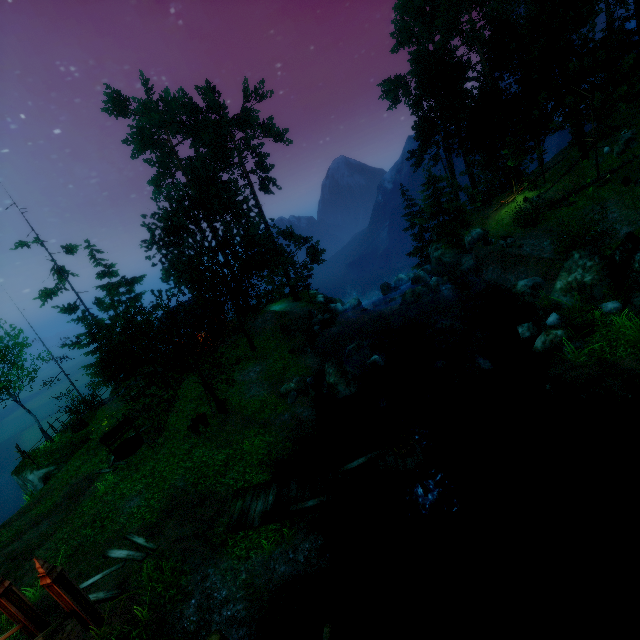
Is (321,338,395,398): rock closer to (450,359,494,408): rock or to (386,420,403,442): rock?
(386,420,403,442): rock

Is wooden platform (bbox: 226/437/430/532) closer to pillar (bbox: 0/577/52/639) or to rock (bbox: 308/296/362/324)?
pillar (bbox: 0/577/52/639)

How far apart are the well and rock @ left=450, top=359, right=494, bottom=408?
16.67m

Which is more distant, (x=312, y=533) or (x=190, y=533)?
(x=190, y=533)

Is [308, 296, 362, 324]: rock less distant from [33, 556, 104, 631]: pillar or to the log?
the log

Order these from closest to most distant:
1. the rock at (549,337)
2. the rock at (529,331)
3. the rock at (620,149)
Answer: the rock at (549,337) < the rock at (529,331) < the rock at (620,149)

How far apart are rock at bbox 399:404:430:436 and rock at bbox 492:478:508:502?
2.9 meters

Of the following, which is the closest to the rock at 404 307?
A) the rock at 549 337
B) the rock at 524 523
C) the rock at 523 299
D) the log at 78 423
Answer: the rock at 523 299
